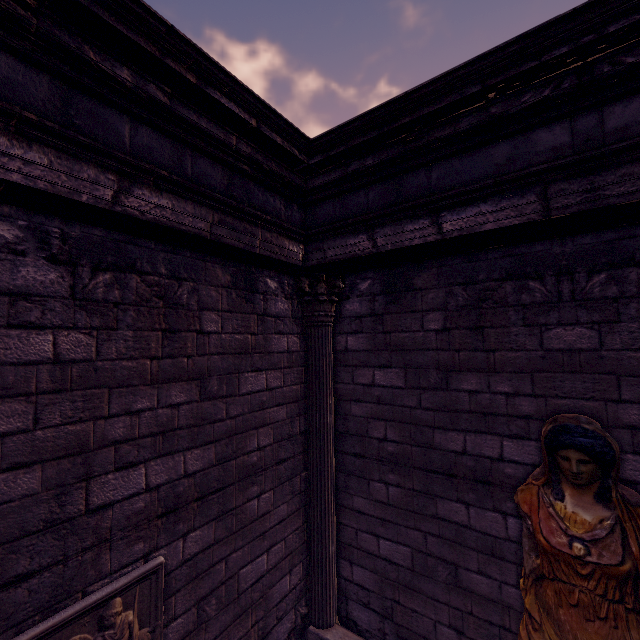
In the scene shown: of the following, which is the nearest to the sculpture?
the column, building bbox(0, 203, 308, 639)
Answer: building bbox(0, 203, 308, 639)

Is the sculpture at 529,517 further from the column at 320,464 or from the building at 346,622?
the column at 320,464

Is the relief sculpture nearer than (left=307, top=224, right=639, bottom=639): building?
Yes

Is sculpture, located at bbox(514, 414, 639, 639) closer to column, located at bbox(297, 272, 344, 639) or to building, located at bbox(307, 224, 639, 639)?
building, located at bbox(307, 224, 639, 639)

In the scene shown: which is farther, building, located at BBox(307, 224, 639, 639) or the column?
the column

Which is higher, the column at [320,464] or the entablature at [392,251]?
the entablature at [392,251]

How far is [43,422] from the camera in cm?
223
